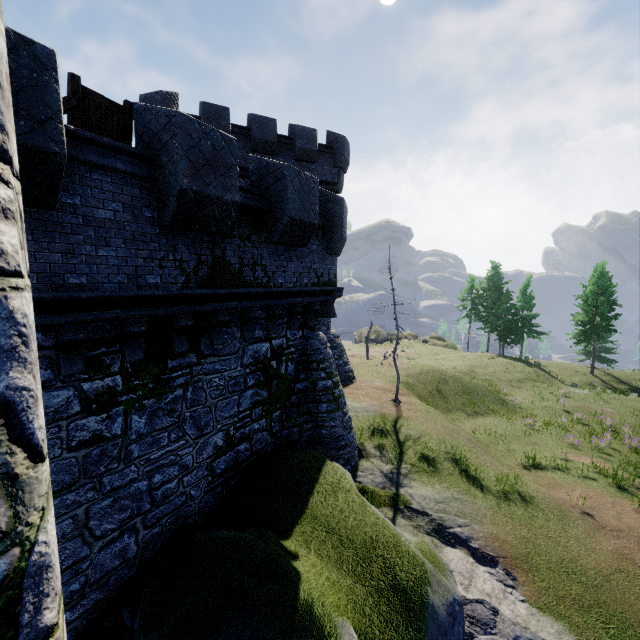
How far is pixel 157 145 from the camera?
5.8 meters

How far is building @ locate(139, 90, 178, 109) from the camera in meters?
15.1 m

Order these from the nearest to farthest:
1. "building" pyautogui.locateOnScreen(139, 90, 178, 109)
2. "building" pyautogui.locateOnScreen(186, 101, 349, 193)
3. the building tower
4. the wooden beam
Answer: the building tower < the wooden beam < "building" pyautogui.locateOnScreen(139, 90, 178, 109) < "building" pyautogui.locateOnScreen(186, 101, 349, 193)

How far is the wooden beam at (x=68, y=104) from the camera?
5.4m

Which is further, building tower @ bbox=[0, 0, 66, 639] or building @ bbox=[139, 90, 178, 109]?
building @ bbox=[139, 90, 178, 109]

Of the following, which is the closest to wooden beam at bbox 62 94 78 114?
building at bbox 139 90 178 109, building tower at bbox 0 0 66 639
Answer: building tower at bbox 0 0 66 639

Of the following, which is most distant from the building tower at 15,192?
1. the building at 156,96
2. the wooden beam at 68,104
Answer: the building at 156,96
